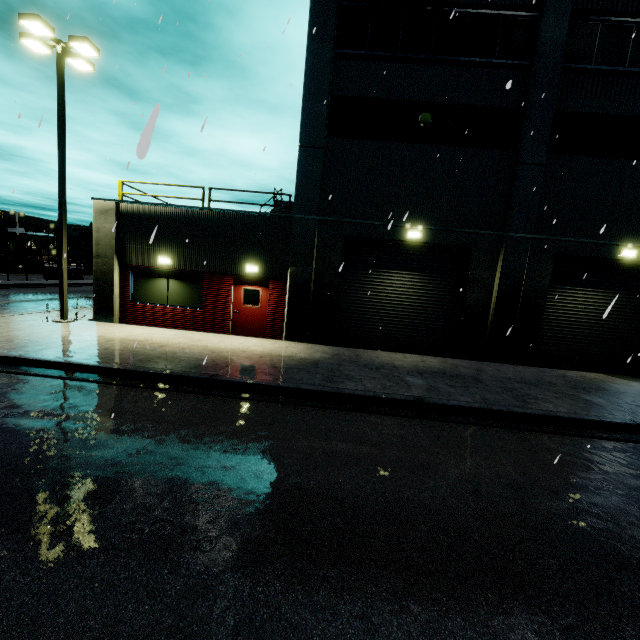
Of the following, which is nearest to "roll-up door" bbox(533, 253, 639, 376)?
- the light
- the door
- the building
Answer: the building

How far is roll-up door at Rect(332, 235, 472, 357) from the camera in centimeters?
1273cm

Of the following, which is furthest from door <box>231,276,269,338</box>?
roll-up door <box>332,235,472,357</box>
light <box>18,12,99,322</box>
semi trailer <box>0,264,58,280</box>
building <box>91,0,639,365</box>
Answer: semi trailer <box>0,264,58,280</box>

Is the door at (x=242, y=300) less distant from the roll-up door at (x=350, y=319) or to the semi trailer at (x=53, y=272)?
the roll-up door at (x=350, y=319)

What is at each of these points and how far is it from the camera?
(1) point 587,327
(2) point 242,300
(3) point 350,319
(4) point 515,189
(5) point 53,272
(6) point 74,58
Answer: (1) roll-up door, 12.7m
(2) door, 13.1m
(3) roll-up door, 13.2m
(4) building, 11.7m
(5) semi trailer, 32.8m
(6) light, 11.9m

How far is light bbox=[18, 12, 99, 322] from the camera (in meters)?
10.53

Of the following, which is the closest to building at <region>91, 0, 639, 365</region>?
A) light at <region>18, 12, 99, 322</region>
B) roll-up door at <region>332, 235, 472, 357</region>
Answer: roll-up door at <region>332, 235, 472, 357</region>

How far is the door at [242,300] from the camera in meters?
13.0
